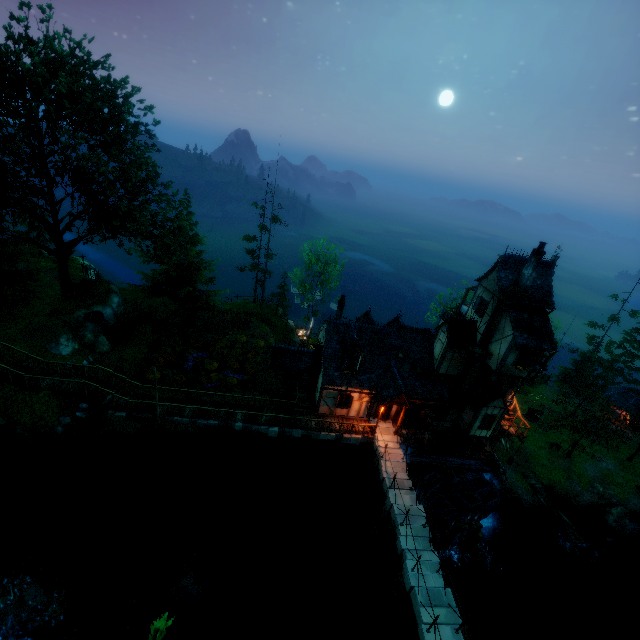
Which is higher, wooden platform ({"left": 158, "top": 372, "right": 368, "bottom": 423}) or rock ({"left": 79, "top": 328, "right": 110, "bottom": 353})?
rock ({"left": 79, "top": 328, "right": 110, "bottom": 353})

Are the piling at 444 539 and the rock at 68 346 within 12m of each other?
no

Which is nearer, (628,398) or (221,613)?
(221,613)

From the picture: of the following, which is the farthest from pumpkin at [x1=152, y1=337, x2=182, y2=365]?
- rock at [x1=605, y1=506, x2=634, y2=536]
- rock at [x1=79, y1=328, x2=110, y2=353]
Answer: rock at [x1=605, y1=506, x2=634, y2=536]

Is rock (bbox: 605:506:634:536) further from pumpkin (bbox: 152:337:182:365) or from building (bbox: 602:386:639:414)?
pumpkin (bbox: 152:337:182:365)

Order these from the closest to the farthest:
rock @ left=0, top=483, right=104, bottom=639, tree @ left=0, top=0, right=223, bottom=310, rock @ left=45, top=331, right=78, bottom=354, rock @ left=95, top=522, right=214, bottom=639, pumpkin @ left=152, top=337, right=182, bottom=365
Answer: rock @ left=0, top=483, right=104, bottom=639 → rock @ left=95, top=522, right=214, bottom=639 → tree @ left=0, top=0, right=223, bottom=310 → rock @ left=45, top=331, right=78, bottom=354 → pumpkin @ left=152, top=337, right=182, bottom=365

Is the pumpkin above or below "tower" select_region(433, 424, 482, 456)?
above

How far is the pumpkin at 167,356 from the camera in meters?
27.1
